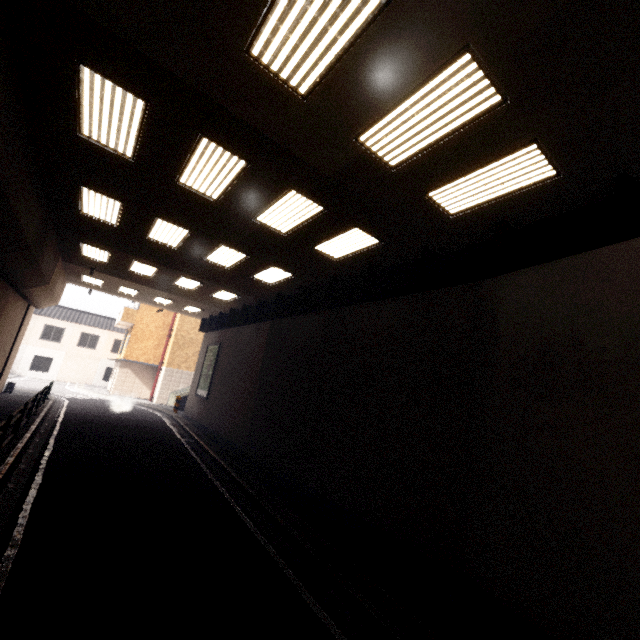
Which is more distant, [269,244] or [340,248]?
[269,244]

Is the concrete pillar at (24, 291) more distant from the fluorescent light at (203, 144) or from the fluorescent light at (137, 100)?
the fluorescent light at (203, 144)

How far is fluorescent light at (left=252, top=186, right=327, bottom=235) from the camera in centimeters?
719cm

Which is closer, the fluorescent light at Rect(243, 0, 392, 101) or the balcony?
the fluorescent light at Rect(243, 0, 392, 101)

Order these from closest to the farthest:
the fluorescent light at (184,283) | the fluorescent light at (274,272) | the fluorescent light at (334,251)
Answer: the fluorescent light at (334,251), the fluorescent light at (274,272), the fluorescent light at (184,283)

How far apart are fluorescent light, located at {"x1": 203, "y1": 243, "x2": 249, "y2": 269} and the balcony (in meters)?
19.67

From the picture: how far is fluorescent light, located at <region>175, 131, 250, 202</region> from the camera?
6.1 meters

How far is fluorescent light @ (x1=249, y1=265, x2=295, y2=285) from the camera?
11.7 meters
